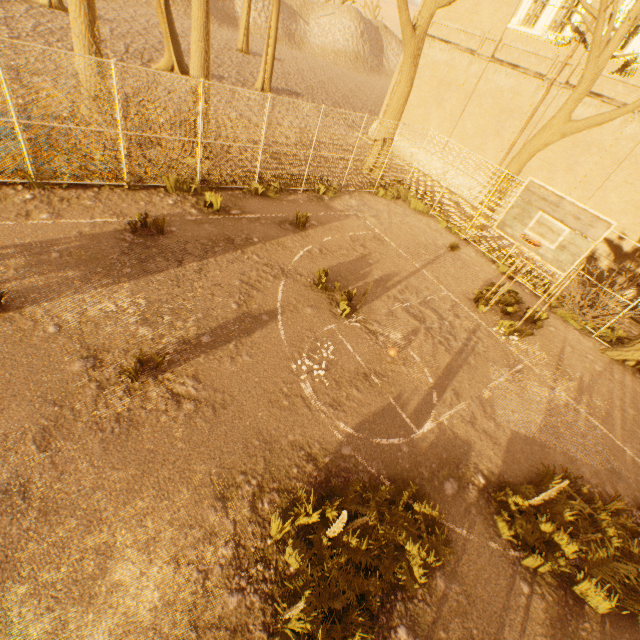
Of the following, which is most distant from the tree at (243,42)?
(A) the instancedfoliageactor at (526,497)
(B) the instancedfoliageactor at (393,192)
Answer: (A) the instancedfoliageactor at (526,497)

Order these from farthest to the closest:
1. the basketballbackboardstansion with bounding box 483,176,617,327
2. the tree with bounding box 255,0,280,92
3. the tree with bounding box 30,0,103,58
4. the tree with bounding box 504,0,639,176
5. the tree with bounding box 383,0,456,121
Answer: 1. the tree with bounding box 255,0,280,92
2. the tree with bounding box 383,0,456,121
3. the tree with bounding box 30,0,103,58
4. the tree with bounding box 504,0,639,176
5. the basketballbackboardstansion with bounding box 483,176,617,327

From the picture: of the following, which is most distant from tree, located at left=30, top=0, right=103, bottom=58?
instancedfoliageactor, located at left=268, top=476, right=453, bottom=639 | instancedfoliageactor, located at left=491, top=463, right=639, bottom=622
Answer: instancedfoliageactor, located at left=268, top=476, right=453, bottom=639

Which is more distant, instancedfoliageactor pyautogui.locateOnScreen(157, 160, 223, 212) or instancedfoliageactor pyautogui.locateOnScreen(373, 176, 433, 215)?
instancedfoliageactor pyautogui.locateOnScreen(373, 176, 433, 215)

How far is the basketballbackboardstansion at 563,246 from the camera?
6.0m

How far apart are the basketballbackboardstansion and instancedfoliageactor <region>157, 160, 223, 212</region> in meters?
8.3 m

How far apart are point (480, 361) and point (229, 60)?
34.00m

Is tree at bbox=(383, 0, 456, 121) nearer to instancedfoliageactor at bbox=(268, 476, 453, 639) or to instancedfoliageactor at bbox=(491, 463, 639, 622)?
instancedfoliageactor at bbox=(491, 463, 639, 622)
